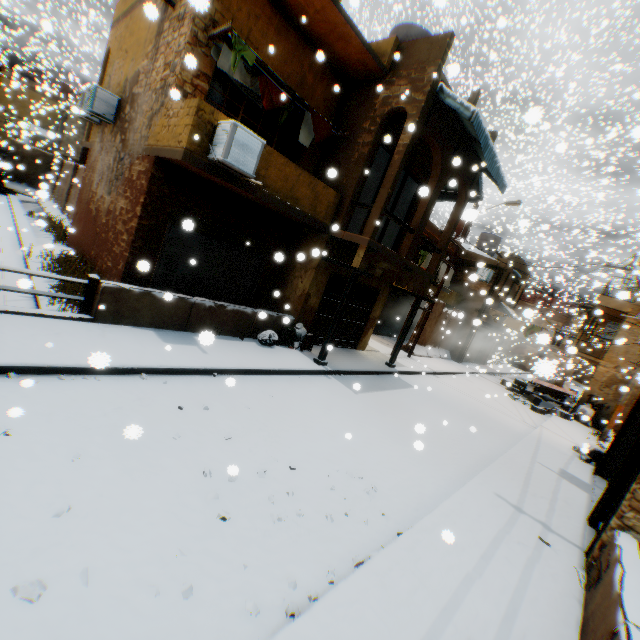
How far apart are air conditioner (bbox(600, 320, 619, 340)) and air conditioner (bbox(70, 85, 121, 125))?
27.9 meters

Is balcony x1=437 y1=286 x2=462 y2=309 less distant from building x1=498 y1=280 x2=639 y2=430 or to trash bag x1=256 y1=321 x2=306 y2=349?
building x1=498 y1=280 x2=639 y2=430

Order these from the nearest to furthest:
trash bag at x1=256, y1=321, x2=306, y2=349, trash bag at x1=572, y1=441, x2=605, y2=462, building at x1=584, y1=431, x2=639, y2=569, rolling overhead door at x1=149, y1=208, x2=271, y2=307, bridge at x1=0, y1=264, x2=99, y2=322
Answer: building at x1=584, y1=431, x2=639, y2=569 → bridge at x1=0, y1=264, x2=99, y2=322 → rolling overhead door at x1=149, y1=208, x2=271, y2=307 → trash bag at x1=256, y1=321, x2=306, y2=349 → trash bag at x1=572, y1=441, x2=605, y2=462

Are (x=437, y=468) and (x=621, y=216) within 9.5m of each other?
no

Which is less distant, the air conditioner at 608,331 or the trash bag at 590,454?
the trash bag at 590,454

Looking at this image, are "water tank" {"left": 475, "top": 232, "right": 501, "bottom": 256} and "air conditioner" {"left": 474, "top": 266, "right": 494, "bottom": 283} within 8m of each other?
yes

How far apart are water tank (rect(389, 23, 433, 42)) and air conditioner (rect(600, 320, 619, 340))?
19.6m

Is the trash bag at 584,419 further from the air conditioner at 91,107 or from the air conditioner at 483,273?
the air conditioner at 91,107
